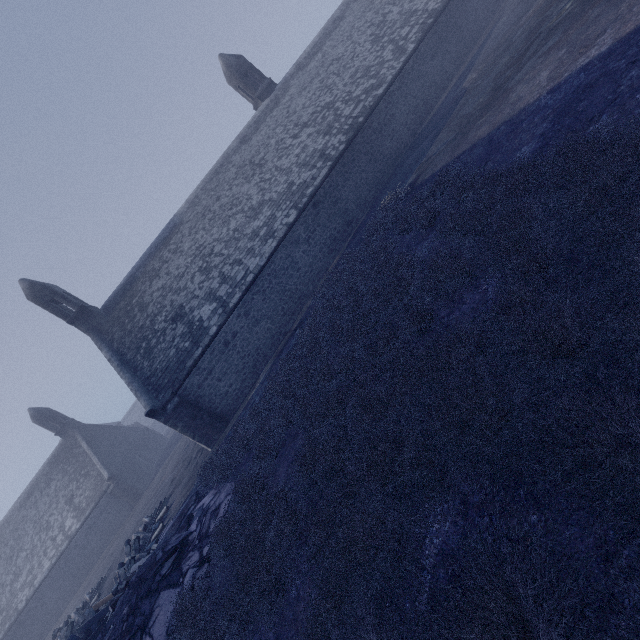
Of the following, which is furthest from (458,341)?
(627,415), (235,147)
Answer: (235,147)

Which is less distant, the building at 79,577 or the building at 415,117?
the building at 415,117

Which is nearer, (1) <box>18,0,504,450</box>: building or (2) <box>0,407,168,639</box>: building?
(1) <box>18,0,504,450</box>: building
